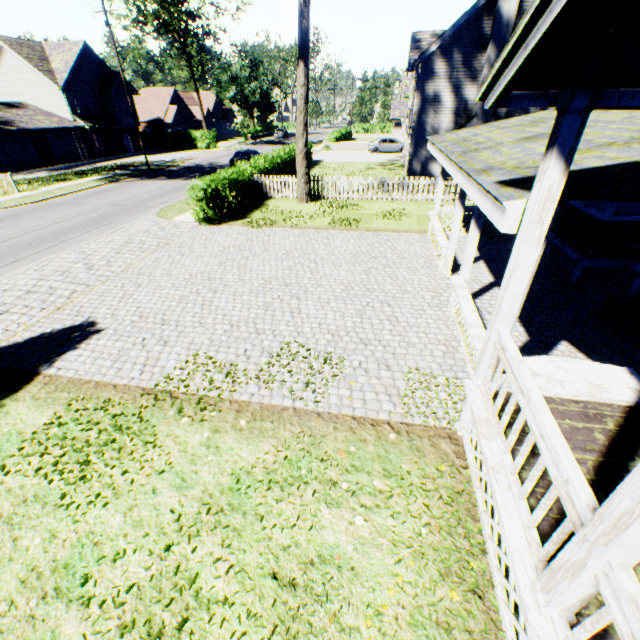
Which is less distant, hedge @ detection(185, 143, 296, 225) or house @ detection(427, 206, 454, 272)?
house @ detection(427, 206, 454, 272)

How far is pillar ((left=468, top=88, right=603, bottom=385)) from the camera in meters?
2.8 m

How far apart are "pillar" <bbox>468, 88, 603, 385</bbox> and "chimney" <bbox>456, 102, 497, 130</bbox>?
21.02m

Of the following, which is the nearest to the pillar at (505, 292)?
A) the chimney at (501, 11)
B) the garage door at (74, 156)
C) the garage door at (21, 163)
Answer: the chimney at (501, 11)

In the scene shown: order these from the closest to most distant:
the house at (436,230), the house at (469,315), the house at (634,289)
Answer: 1. the house at (469,315)
2. the house at (634,289)
3. the house at (436,230)

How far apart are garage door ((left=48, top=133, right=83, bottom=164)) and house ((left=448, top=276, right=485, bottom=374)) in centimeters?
4346cm

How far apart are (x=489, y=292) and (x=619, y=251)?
3.20m

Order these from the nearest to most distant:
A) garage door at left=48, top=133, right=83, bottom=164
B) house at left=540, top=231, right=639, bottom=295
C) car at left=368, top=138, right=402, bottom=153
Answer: house at left=540, top=231, right=639, bottom=295, garage door at left=48, top=133, right=83, bottom=164, car at left=368, top=138, right=402, bottom=153
